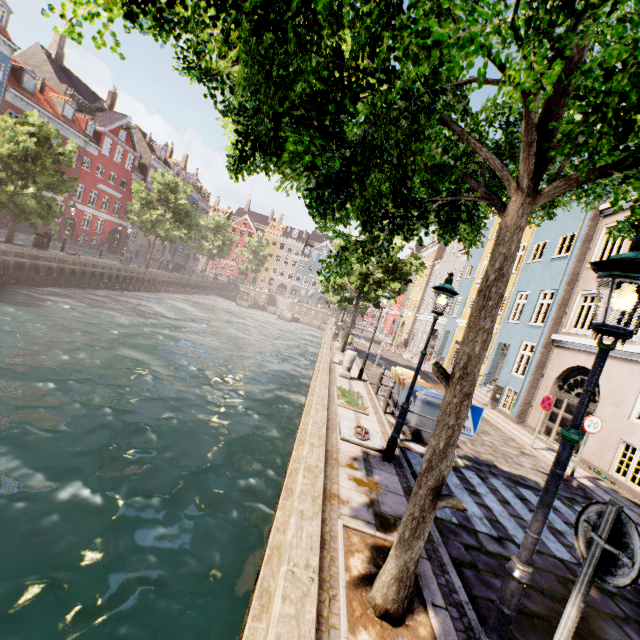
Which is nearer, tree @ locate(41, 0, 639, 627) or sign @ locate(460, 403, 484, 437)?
tree @ locate(41, 0, 639, 627)

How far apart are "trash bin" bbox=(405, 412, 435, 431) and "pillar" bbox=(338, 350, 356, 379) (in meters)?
3.80

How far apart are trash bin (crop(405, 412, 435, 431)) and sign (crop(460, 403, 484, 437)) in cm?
362

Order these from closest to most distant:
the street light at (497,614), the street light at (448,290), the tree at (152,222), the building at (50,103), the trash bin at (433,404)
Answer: the street light at (497,614), the street light at (448,290), the trash bin at (433,404), the building at (50,103), the tree at (152,222)

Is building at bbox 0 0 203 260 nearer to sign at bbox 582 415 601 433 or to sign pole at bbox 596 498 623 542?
sign pole at bbox 596 498 623 542

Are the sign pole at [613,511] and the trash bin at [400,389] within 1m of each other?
no

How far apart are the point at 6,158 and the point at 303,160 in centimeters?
2556cm

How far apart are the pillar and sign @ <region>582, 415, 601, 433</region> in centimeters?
730cm
